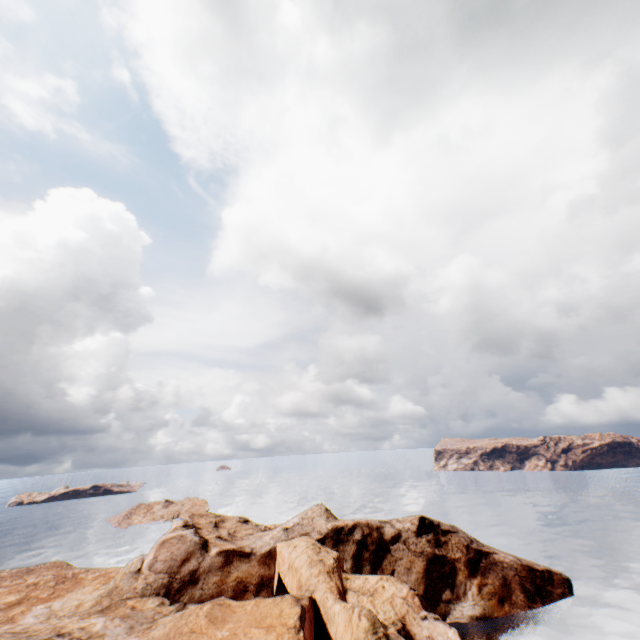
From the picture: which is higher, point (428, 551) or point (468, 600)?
point (428, 551)
